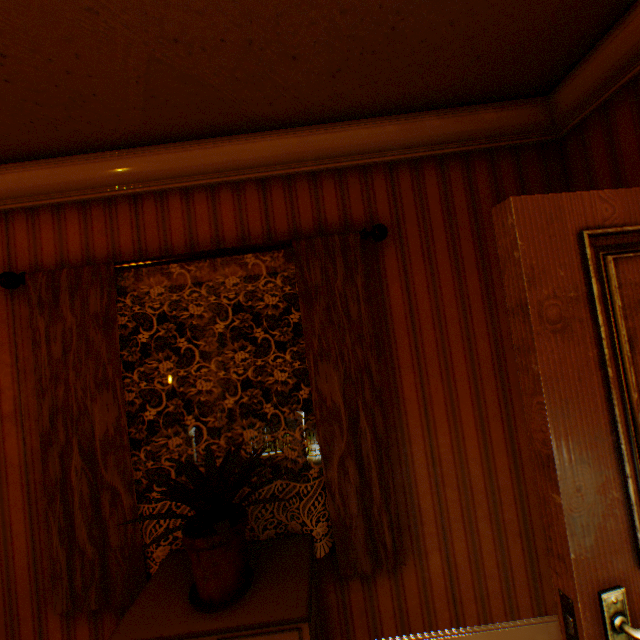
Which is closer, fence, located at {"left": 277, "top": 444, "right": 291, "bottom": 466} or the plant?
the plant

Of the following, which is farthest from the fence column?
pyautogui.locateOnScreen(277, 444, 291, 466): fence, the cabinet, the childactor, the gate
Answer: the childactor

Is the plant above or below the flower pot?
above

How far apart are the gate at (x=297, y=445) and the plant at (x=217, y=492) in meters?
14.4

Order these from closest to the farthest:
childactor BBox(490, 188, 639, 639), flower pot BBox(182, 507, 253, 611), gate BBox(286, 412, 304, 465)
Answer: childactor BBox(490, 188, 639, 639) → flower pot BBox(182, 507, 253, 611) → gate BBox(286, 412, 304, 465)

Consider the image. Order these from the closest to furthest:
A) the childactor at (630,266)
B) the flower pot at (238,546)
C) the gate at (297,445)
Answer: the childactor at (630,266)
the flower pot at (238,546)
the gate at (297,445)

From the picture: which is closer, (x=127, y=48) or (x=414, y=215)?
(x=127, y=48)

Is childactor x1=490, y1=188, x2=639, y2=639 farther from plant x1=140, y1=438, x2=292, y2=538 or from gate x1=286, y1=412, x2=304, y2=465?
gate x1=286, y1=412, x2=304, y2=465
